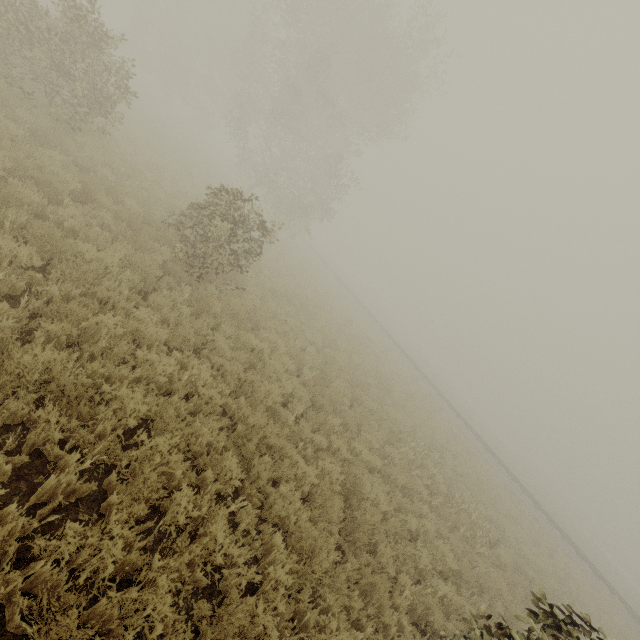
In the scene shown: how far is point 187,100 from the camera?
58.6m

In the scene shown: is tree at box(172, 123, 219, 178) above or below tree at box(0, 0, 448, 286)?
below

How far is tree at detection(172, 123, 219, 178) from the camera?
25.2m

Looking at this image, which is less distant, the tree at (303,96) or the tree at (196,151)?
the tree at (303,96)

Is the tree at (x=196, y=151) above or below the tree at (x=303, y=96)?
below

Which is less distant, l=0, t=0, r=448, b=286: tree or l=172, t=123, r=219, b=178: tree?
l=0, t=0, r=448, b=286: tree
